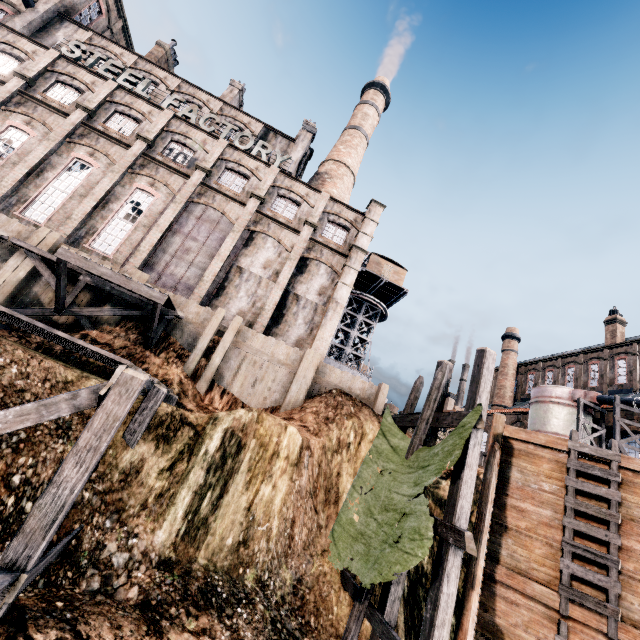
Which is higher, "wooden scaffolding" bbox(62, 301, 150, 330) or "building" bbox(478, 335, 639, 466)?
"building" bbox(478, 335, 639, 466)

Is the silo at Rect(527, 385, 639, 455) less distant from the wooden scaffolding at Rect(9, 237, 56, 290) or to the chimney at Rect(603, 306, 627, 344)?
the chimney at Rect(603, 306, 627, 344)

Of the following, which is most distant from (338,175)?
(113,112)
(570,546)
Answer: (570,546)

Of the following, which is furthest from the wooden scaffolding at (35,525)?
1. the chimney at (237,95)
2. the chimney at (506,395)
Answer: the chimney at (506,395)

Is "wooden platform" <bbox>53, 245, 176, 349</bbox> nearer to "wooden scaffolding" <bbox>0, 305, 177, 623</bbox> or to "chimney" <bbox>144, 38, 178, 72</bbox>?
"wooden scaffolding" <bbox>0, 305, 177, 623</bbox>

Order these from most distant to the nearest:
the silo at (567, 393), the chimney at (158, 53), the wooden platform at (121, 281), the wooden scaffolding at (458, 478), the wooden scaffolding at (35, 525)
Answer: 1. the chimney at (158, 53)
2. the silo at (567, 393)
3. the wooden platform at (121, 281)
4. the wooden scaffolding at (458, 478)
5. the wooden scaffolding at (35, 525)

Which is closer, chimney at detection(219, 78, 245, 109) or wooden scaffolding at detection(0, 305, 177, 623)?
wooden scaffolding at detection(0, 305, 177, 623)

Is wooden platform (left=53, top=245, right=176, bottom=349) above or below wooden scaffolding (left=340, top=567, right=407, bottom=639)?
above
